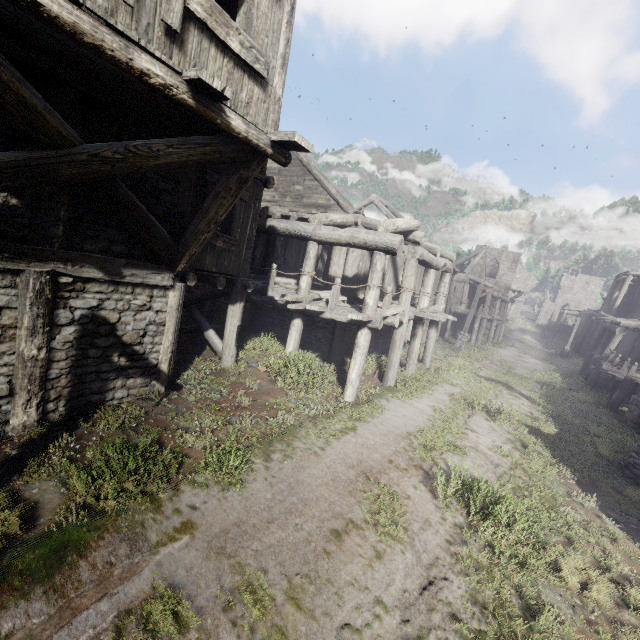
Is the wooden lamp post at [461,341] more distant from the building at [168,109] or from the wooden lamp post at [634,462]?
the wooden lamp post at [634,462]

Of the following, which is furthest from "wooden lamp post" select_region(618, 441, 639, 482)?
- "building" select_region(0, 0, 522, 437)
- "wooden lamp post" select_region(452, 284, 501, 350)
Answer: "wooden lamp post" select_region(452, 284, 501, 350)

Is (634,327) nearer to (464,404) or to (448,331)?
(448,331)

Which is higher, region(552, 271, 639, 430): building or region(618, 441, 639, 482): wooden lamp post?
region(552, 271, 639, 430): building

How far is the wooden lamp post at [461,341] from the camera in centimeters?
2212cm

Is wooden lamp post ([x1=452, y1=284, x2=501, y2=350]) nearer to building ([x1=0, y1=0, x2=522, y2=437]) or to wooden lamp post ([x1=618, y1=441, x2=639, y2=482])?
building ([x1=0, y1=0, x2=522, y2=437])
